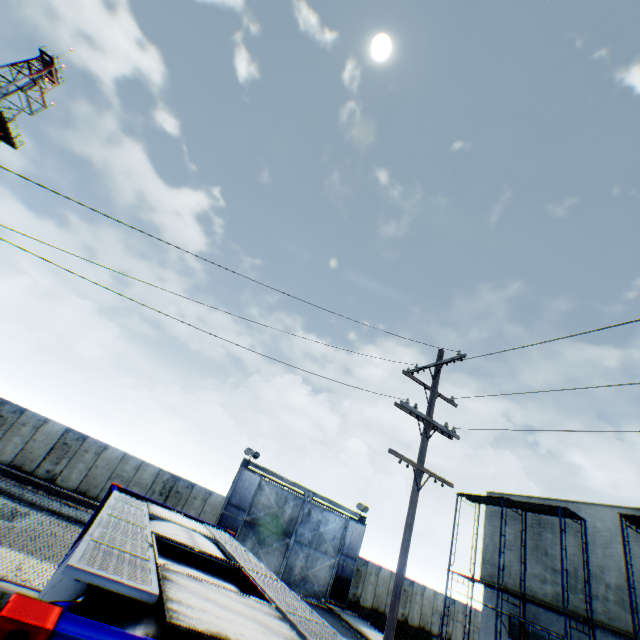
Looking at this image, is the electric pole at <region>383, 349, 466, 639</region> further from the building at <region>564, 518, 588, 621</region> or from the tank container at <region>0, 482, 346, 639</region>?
the building at <region>564, 518, 588, 621</region>

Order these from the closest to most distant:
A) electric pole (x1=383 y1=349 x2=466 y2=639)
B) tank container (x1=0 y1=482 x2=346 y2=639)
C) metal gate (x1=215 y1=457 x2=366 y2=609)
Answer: tank container (x1=0 y1=482 x2=346 y2=639), electric pole (x1=383 y1=349 x2=466 y2=639), metal gate (x1=215 y1=457 x2=366 y2=609)

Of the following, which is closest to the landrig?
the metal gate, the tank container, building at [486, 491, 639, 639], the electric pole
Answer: the metal gate

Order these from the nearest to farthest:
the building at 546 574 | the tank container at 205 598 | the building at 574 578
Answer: the tank container at 205 598 < the building at 574 578 < the building at 546 574

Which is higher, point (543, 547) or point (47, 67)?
point (47, 67)

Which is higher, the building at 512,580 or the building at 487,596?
the building at 512,580

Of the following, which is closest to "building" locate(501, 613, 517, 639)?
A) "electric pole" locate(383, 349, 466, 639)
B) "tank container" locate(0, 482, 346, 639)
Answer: "electric pole" locate(383, 349, 466, 639)
